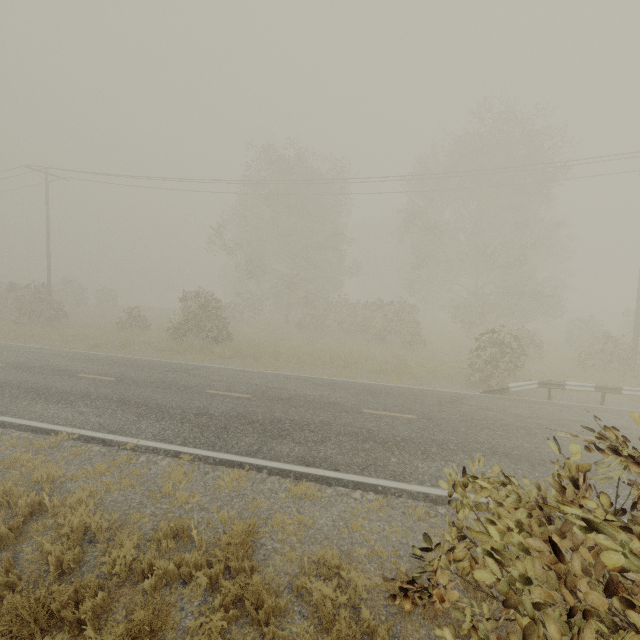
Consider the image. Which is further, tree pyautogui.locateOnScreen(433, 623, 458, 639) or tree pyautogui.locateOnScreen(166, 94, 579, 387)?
tree pyautogui.locateOnScreen(166, 94, 579, 387)

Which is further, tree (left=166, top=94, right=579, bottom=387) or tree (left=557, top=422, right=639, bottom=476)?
tree (left=166, top=94, right=579, bottom=387)

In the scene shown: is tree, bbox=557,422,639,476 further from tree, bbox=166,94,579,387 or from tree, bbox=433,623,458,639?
tree, bbox=166,94,579,387

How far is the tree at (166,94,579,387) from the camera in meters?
21.0 m

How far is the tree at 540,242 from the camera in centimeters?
2100cm

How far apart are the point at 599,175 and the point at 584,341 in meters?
11.4 m

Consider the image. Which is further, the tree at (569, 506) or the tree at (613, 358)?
the tree at (613, 358)
